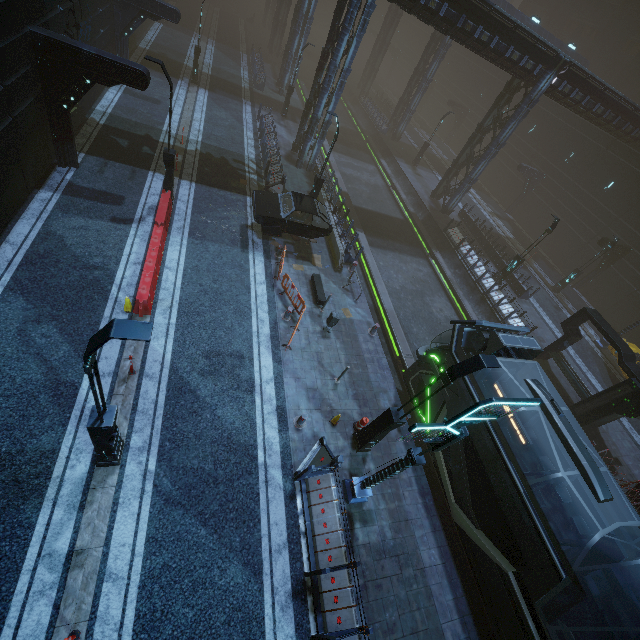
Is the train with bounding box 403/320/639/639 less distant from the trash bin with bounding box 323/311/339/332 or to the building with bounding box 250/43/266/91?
the building with bounding box 250/43/266/91

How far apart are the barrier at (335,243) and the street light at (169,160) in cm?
825

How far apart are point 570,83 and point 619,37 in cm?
3603

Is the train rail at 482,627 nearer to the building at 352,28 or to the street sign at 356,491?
the building at 352,28

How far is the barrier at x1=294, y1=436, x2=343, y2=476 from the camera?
9.5 meters

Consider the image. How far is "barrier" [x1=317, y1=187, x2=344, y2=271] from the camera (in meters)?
17.20

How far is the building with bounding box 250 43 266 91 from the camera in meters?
30.8 m

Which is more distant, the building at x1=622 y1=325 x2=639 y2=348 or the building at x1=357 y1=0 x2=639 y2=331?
the building at x1=622 y1=325 x2=639 y2=348
